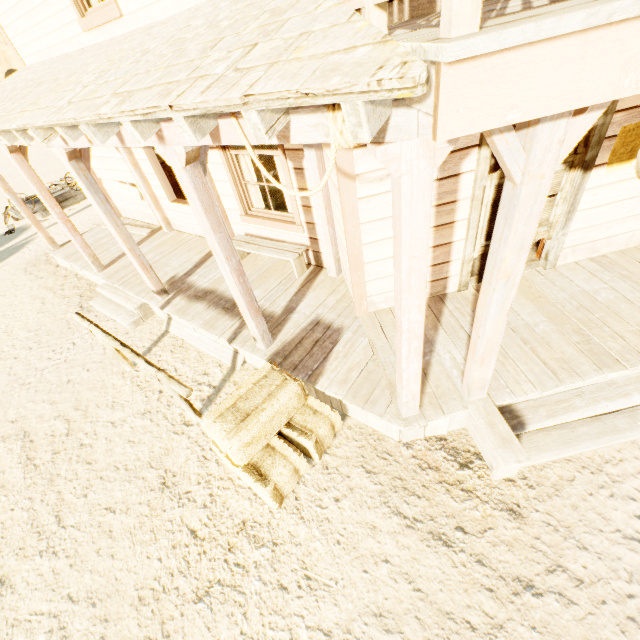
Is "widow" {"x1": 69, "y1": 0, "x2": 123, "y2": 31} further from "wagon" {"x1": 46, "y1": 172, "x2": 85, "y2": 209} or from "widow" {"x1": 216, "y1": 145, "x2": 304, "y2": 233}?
"wagon" {"x1": 46, "y1": 172, "x2": 85, "y2": 209}

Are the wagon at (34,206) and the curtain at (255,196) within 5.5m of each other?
no

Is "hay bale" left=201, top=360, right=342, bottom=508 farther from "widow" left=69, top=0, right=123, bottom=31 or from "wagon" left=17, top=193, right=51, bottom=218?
"wagon" left=17, top=193, right=51, bottom=218

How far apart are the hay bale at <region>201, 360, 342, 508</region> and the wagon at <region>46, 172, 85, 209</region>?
13.00m

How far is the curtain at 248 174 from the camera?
5.3m

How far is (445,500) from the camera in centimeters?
310cm

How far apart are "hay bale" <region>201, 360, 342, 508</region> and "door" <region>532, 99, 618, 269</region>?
2.5m

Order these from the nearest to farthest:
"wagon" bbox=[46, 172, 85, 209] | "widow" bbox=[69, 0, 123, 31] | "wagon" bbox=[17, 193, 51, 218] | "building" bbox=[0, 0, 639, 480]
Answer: "building" bbox=[0, 0, 639, 480], "widow" bbox=[69, 0, 123, 31], "wagon" bbox=[17, 193, 51, 218], "wagon" bbox=[46, 172, 85, 209]
